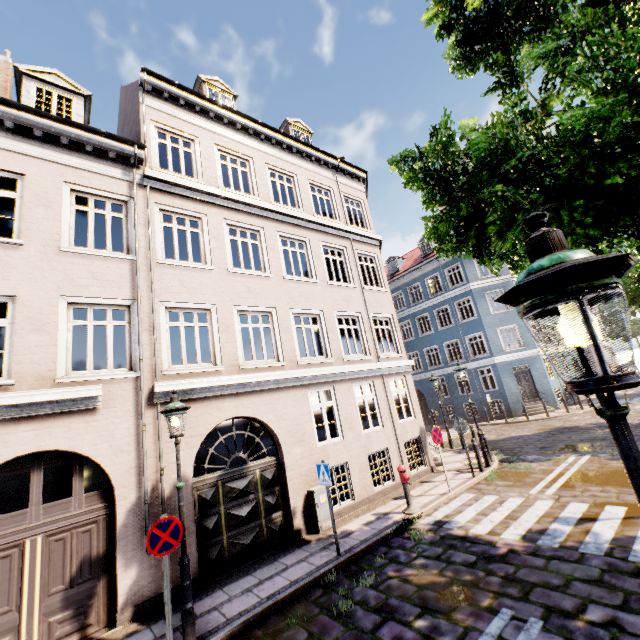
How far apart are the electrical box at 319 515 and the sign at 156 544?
4.22m

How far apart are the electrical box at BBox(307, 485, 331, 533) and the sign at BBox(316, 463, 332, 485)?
1.3m

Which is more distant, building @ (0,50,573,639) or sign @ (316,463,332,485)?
sign @ (316,463,332,485)

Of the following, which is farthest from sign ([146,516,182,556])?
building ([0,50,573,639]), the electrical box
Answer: building ([0,50,573,639])

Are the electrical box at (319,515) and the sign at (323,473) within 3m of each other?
yes

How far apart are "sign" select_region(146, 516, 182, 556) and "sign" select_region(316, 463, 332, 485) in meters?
3.2

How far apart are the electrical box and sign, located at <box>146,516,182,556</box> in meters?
4.2

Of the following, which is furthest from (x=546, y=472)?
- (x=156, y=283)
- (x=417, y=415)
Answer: (x=156, y=283)
